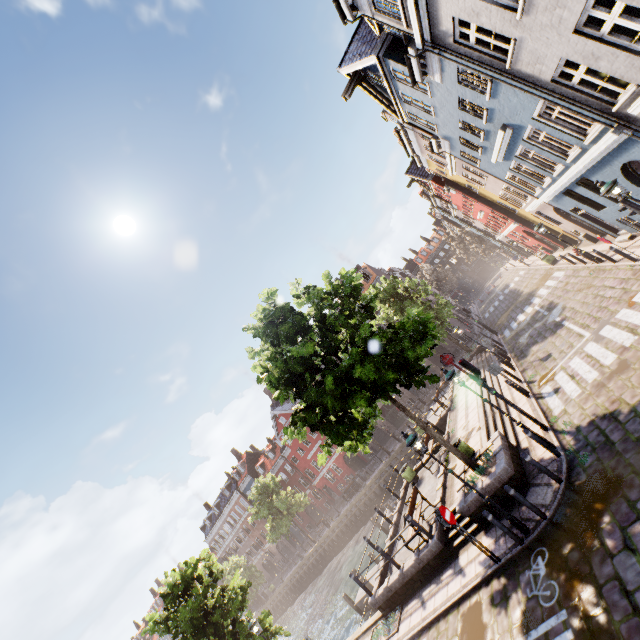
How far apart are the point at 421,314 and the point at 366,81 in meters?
12.9

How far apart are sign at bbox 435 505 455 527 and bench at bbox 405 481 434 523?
3.2 meters

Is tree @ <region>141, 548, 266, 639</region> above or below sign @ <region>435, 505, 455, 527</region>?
above

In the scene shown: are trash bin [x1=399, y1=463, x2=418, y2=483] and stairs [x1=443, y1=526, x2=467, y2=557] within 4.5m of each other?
no

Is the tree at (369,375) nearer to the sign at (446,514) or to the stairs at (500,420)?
the stairs at (500,420)

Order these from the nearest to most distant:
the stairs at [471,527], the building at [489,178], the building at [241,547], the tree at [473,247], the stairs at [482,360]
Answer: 1. the building at [489,178]
2. the stairs at [471,527]
3. the stairs at [482,360]
4. the building at [241,547]
5. the tree at [473,247]

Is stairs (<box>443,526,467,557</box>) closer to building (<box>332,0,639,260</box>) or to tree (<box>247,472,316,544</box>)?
tree (<box>247,472,316,544</box>)

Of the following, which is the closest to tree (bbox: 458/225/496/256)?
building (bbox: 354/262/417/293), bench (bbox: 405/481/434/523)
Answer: bench (bbox: 405/481/434/523)
